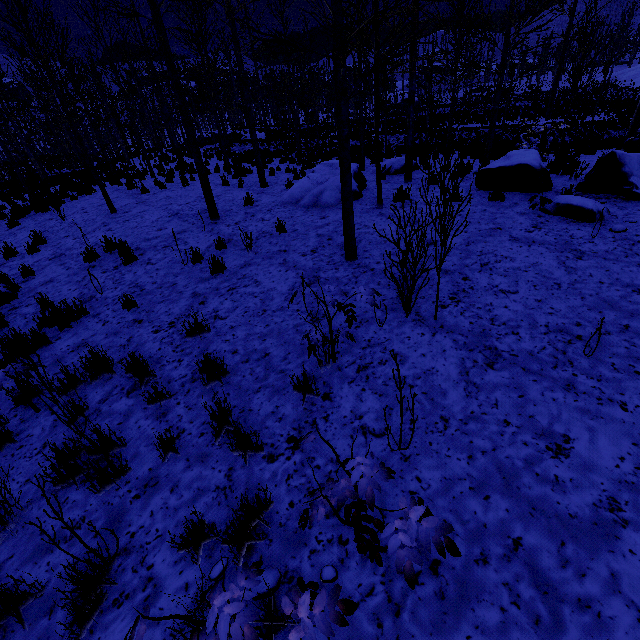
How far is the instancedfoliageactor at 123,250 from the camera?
6.8m

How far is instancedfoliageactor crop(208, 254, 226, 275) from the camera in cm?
601

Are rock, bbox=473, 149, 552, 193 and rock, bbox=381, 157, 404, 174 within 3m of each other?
no

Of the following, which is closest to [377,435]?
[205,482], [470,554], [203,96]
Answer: [470,554]

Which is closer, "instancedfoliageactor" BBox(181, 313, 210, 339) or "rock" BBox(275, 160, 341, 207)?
"instancedfoliageactor" BBox(181, 313, 210, 339)

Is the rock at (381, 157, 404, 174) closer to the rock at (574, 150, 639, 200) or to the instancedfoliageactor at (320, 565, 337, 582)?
the instancedfoliageactor at (320, 565, 337, 582)

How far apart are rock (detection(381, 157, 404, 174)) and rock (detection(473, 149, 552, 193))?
3.84m
